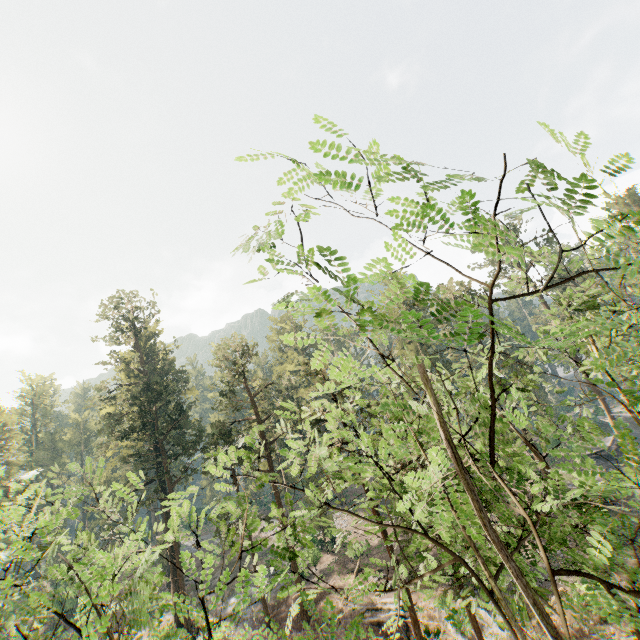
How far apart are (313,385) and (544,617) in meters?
24.5 m
